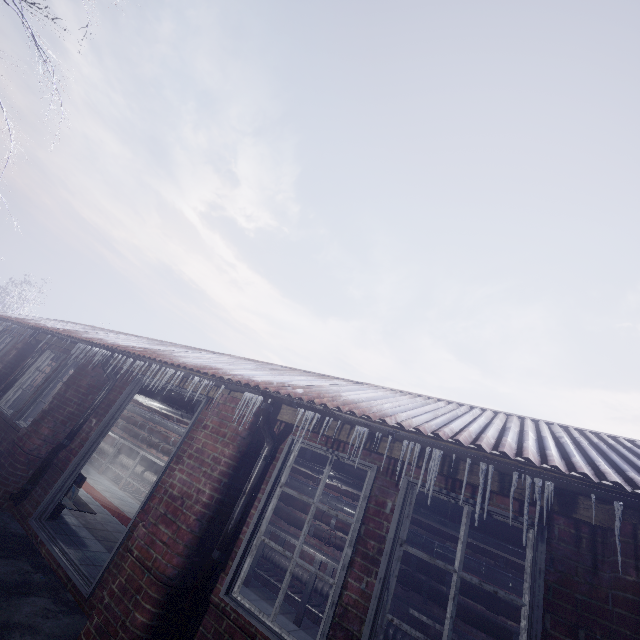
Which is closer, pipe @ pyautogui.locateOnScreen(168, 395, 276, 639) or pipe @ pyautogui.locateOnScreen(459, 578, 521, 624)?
pipe @ pyautogui.locateOnScreen(168, 395, 276, 639)

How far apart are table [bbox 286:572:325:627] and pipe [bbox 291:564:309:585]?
0.0 meters

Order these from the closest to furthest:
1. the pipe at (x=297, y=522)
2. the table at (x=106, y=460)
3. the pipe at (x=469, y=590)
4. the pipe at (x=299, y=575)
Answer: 1. the pipe at (x=469, y=590)
2. the pipe at (x=299, y=575)
3. the pipe at (x=297, y=522)
4. the table at (x=106, y=460)

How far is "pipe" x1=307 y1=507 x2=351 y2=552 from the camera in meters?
5.1

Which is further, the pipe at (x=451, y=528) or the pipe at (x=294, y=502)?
the pipe at (x=294, y=502)

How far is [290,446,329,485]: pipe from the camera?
3.59m

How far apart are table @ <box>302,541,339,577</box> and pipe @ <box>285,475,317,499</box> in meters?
0.1

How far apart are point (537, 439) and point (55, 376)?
7.31m
